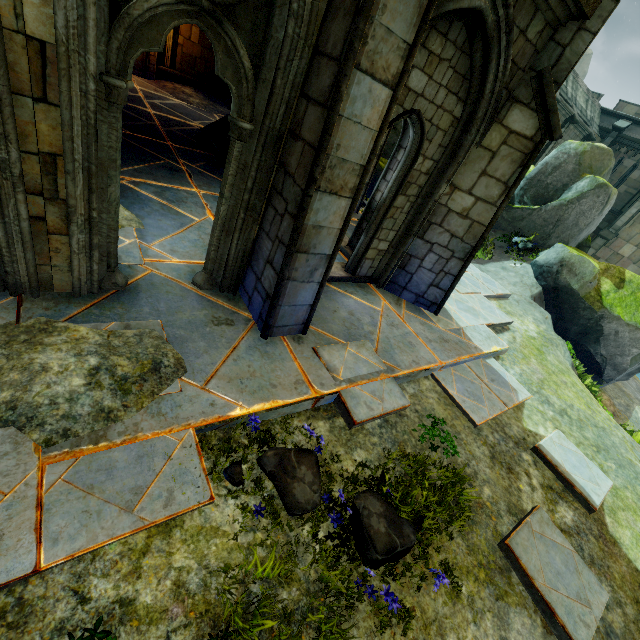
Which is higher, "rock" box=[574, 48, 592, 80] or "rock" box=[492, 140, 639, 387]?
"rock" box=[574, 48, 592, 80]

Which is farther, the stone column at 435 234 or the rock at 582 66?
the rock at 582 66

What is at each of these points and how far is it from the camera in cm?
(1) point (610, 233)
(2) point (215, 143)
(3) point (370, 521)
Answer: (1) stone column, 2164
(2) stair, 918
(3) plant, 302

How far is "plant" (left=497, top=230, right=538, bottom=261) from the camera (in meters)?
12.65

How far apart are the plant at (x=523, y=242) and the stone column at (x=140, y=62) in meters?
15.8 m

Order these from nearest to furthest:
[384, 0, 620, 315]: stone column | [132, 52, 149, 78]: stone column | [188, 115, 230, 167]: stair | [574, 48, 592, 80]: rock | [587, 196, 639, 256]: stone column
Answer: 1. [384, 0, 620, 315]: stone column
2. [188, 115, 230, 167]: stair
3. [132, 52, 149, 78]: stone column
4. [587, 196, 639, 256]: stone column
5. [574, 48, 592, 80]: rock

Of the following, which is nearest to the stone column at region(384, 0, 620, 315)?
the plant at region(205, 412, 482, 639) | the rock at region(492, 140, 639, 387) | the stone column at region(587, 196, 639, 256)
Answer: the plant at region(205, 412, 482, 639)

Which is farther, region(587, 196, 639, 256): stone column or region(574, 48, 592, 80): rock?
region(574, 48, 592, 80): rock
